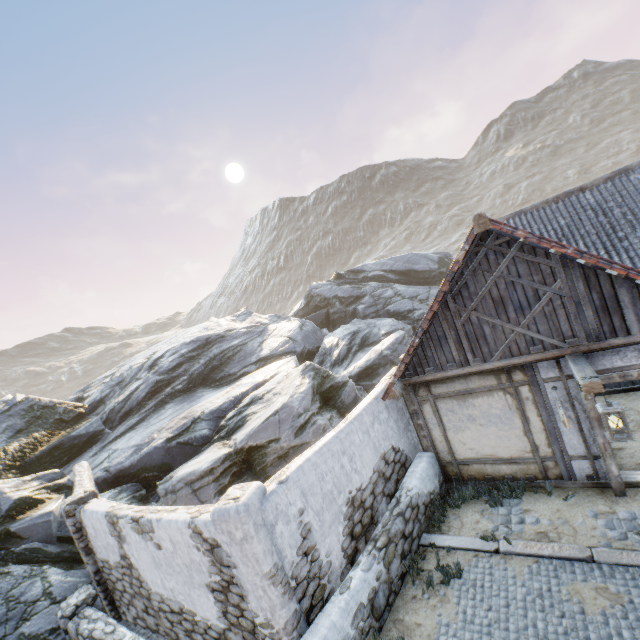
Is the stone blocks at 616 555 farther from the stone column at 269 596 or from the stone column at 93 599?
the stone column at 269 596

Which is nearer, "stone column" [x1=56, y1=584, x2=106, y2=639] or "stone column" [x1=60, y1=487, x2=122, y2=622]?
"stone column" [x1=56, y1=584, x2=106, y2=639]

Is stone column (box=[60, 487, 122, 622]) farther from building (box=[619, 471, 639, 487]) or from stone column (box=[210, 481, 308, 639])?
building (box=[619, 471, 639, 487])

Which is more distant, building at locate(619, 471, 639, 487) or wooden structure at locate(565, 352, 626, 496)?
building at locate(619, 471, 639, 487)

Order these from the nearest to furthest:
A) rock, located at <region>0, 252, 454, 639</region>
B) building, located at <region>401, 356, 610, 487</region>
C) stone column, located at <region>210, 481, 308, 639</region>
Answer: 1. stone column, located at <region>210, 481, 308, 639</region>
2. building, located at <region>401, 356, 610, 487</region>
3. rock, located at <region>0, 252, 454, 639</region>

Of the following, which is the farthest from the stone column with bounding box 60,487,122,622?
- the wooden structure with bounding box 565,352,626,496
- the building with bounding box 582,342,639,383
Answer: the wooden structure with bounding box 565,352,626,496

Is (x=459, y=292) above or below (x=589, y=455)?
above

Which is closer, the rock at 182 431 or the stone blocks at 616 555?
the stone blocks at 616 555
